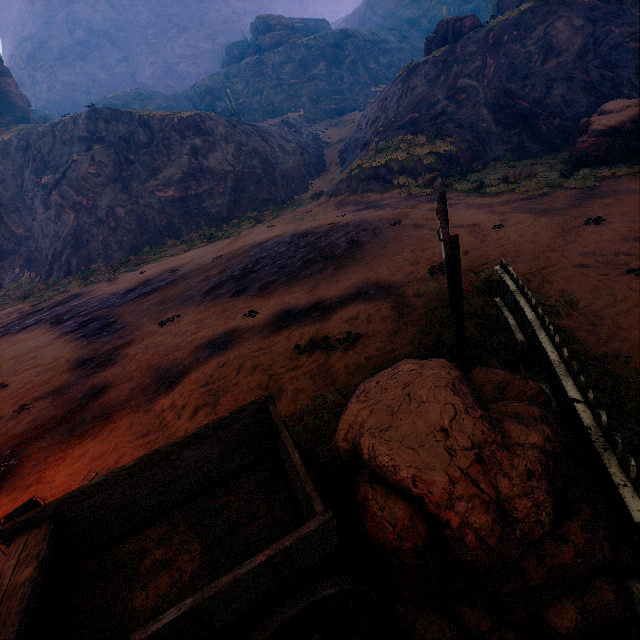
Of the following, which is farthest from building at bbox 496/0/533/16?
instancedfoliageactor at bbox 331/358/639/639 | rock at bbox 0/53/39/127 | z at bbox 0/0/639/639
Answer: rock at bbox 0/53/39/127

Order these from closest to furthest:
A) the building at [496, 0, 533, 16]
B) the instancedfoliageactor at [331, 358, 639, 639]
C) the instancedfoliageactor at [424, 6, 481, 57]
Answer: the instancedfoliageactor at [331, 358, 639, 639]
the building at [496, 0, 533, 16]
the instancedfoliageactor at [424, 6, 481, 57]

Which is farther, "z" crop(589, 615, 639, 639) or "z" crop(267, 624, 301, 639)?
"z" crop(267, 624, 301, 639)

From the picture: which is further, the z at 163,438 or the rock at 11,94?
the rock at 11,94

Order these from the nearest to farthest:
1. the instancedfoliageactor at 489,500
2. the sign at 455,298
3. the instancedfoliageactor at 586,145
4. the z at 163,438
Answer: the instancedfoliageactor at 489,500 < the sign at 455,298 < the z at 163,438 < the instancedfoliageactor at 586,145

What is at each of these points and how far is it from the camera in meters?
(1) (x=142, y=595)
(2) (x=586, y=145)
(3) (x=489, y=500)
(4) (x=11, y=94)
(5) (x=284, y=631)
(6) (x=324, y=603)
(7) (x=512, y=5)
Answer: (1) carraige, 2.7 m
(2) instancedfoliageactor, 13.4 m
(3) instancedfoliageactor, 2.1 m
(4) rock, 43.7 m
(5) z, 3.0 m
(6) z, 3.2 m
(7) building, 33.9 m

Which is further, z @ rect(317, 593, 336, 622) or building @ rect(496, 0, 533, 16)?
building @ rect(496, 0, 533, 16)

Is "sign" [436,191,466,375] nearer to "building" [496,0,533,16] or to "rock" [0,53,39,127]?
"building" [496,0,533,16]
